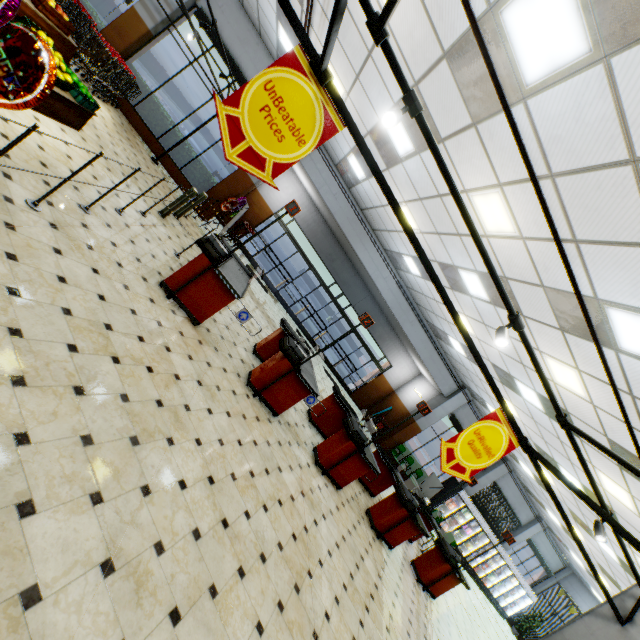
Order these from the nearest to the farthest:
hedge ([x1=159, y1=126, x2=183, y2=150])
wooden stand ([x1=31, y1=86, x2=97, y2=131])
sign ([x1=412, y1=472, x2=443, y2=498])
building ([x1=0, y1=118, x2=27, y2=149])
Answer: building ([x1=0, y1=118, x2=27, y2=149]) < wooden stand ([x1=31, y1=86, x2=97, y2=131]) < hedge ([x1=159, y1=126, x2=183, y2=150]) < sign ([x1=412, y1=472, x2=443, y2=498])

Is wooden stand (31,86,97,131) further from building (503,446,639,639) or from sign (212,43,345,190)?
sign (212,43,345,190)

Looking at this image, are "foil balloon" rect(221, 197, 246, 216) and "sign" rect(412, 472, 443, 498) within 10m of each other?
no

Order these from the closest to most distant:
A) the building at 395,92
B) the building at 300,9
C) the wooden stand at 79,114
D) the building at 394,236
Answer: the wooden stand at 79,114 → the building at 395,92 → the building at 300,9 → the building at 394,236

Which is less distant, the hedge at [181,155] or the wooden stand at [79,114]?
the wooden stand at [79,114]

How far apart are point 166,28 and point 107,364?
12.0m

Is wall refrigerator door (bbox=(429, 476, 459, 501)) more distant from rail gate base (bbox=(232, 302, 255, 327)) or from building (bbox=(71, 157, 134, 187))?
rail gate base (bbox=(232, 302, 255, 327))

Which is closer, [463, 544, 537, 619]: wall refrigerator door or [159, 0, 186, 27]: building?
[159, 0, 186, 27]: building
